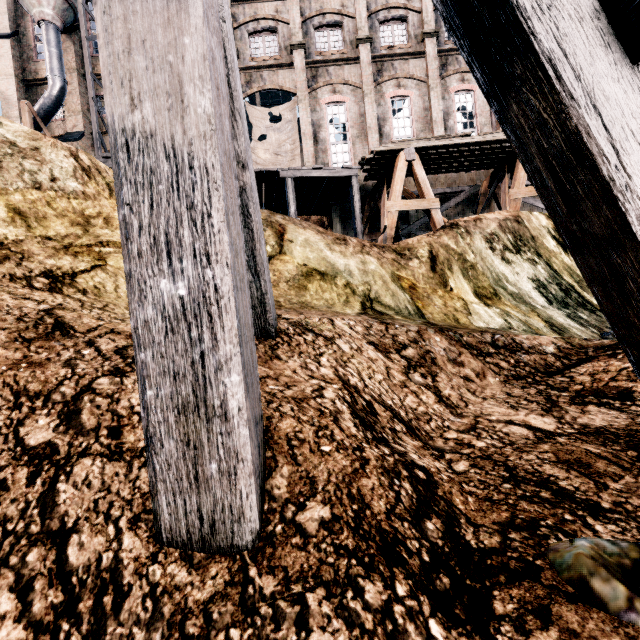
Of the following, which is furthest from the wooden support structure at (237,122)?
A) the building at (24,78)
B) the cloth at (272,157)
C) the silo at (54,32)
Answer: the silo at (54,32)

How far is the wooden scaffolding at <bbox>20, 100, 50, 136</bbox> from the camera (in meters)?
21.02

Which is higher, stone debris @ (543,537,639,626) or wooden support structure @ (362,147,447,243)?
wooden support structure @ (362,147,447,243)

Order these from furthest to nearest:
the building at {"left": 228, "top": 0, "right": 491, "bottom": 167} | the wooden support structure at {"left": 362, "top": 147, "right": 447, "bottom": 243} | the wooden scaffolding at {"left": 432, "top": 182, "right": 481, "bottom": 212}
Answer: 1. the building at {"left": 228, "top": 0, "right": 491, "bottom": 167}
2. the wooden scaffolding at {"left": 432, "top": 182, "right": 481, "bottom": 212}
3. the wooden support structure at {"left": 362, "top": 147, "right": 447, "bottom": 243}

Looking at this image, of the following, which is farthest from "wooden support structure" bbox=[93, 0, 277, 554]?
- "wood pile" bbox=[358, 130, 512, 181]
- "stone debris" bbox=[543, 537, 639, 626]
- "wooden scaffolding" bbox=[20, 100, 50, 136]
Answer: "wooden scaffolding" bbox=[20, 100, 50, 136]

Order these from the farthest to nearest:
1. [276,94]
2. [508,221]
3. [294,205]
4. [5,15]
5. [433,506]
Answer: [276,94]
[5,15]
[294,205]
[508,221]
[433,506]

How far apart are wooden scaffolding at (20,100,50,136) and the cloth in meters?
13.9 m

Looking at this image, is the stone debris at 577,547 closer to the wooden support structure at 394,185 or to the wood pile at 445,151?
the wooden support structure at 394,185
